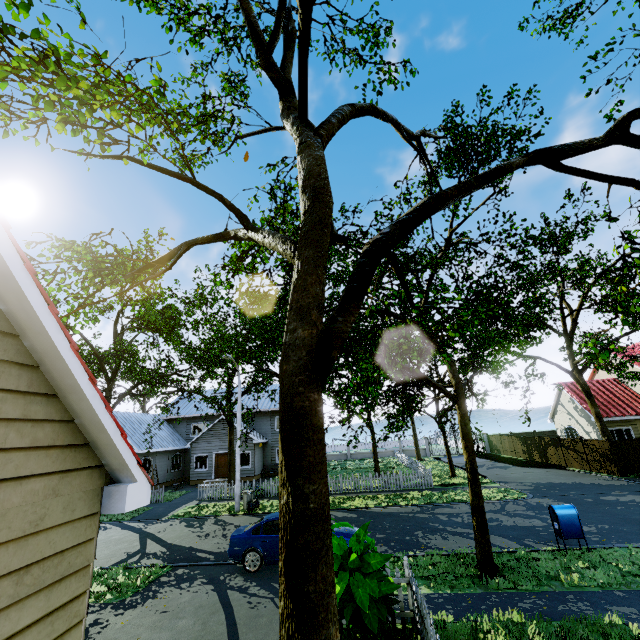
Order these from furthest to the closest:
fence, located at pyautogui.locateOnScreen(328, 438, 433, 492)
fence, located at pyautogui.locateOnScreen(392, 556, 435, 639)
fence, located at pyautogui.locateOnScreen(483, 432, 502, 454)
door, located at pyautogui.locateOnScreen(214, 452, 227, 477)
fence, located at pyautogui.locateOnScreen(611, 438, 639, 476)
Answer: fence, located at pyautogui.locateOnScreen(483, 432, 502, 454), door, located at pyautogui.locateOnScreen(214, 452, 227, 477), fence, located at pyautogui.locateOnScreen(328, 438, 433, 492), fence, located at pyautogui.locateOnScreen(611, 438, 639, 476), fence, located at pyautogui.locateOnScreen(392, 556, 435, 639)

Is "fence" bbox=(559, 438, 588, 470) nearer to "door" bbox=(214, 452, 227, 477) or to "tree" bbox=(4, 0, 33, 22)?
"tree" bbox=(4, 0, 33, 22)

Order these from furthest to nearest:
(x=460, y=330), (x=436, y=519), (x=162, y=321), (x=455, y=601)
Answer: (x=162, y=321) → (x=436, y=519) → (x=455, y=601) → (x=460, y=330)

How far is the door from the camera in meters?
29.0 m

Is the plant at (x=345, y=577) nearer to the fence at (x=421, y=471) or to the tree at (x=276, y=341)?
the fence at (x=421, y=471)

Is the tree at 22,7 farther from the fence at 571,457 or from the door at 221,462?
the door at 221,462

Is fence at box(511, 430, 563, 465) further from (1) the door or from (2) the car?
(1) the door

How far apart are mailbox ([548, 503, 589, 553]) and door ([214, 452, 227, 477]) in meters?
25.4 m
